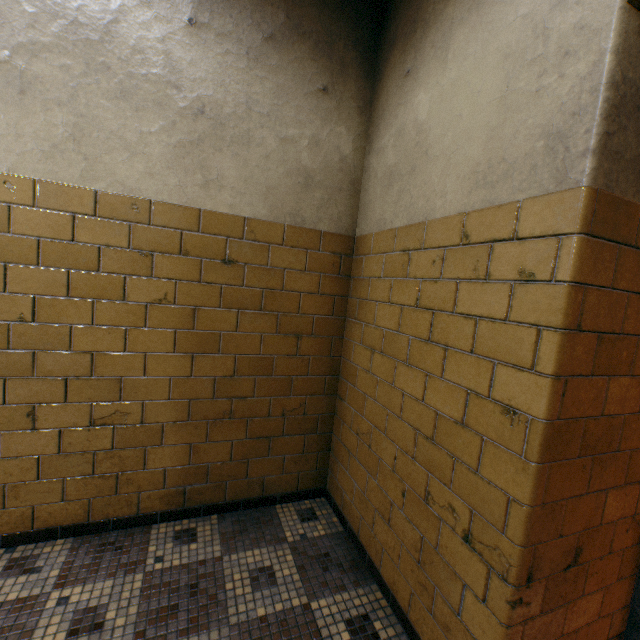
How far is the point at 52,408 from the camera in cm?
176
